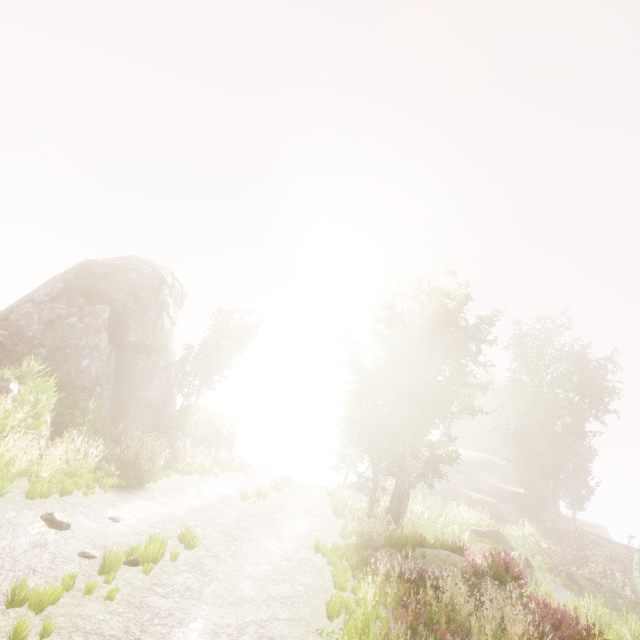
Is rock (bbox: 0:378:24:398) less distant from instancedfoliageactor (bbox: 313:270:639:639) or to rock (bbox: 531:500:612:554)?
instancedfoliageactor (bbox: 313:270:639:639)

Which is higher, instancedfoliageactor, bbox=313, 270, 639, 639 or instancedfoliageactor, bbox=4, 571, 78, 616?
instancedfoliageactor, bbox=313, 270, 639, 639

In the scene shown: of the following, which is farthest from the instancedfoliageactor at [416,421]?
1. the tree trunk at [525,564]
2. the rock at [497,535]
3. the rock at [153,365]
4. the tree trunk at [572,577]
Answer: the tree trunk at [525,564]

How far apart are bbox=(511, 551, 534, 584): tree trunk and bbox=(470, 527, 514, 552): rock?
3.5 meters

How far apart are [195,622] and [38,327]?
17.54m

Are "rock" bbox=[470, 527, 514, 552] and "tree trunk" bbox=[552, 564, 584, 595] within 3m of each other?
yes

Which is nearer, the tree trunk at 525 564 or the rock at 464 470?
the tree trunk at 525 564

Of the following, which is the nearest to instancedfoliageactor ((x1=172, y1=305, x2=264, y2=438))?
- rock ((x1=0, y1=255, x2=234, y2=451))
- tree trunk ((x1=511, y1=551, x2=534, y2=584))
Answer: rock ((x1=0, y1=255, x2=234, y2=451))
